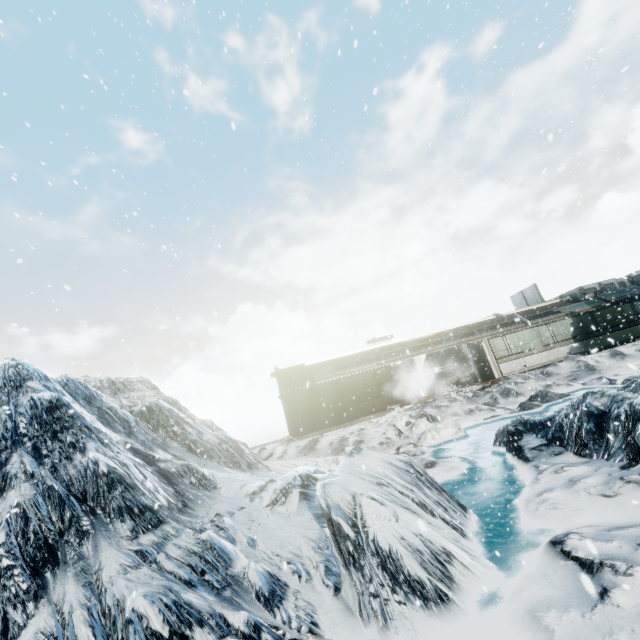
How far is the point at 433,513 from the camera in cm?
501
